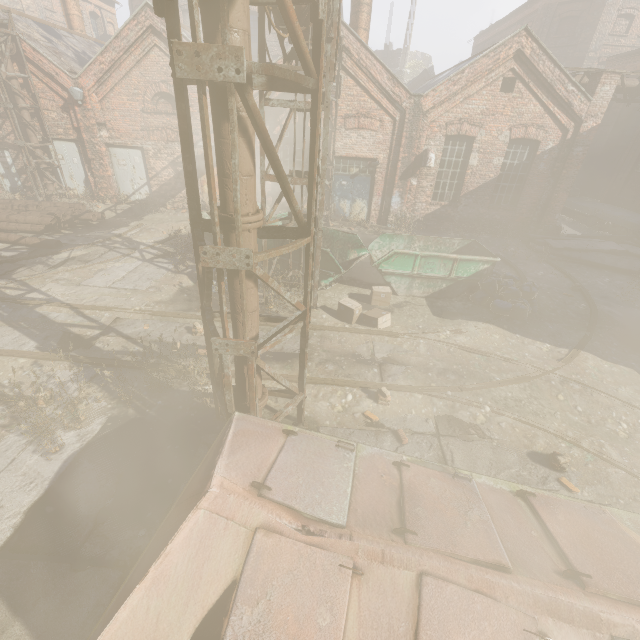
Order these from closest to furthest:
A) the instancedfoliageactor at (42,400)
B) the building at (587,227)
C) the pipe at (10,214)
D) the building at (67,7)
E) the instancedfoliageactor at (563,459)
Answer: the instancedfoliageactor at (42,400) → the instancedfoliageactor at (563,459) → the pipe at (10,214) → the building at (587,227) → the building at (67,7)

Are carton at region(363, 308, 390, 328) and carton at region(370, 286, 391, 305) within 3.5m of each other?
yes

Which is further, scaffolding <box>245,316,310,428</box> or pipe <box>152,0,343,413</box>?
scaffolding <box>245,316,310,428</box>

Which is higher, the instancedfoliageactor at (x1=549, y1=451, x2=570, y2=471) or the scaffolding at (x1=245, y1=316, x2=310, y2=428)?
the scaffolding at (x1=245, y1=316, x2=310, y2=428)

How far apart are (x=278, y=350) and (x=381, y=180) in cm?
1088

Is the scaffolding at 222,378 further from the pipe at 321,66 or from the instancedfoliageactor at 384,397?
the instancedfoliageactor at 384,397

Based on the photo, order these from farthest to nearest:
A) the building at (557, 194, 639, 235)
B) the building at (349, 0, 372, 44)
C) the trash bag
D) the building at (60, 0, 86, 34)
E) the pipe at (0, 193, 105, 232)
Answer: the building at (60, 0, 86, 34) < the building at (557, 194, 639, 235) < the building at (349, 0, 372, 44) < the pipe at (0, 193, 105, 232) < the trash bag

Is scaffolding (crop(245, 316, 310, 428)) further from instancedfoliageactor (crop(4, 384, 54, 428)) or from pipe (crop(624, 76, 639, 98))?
pipe (crop(624, 76, 639, 98))
